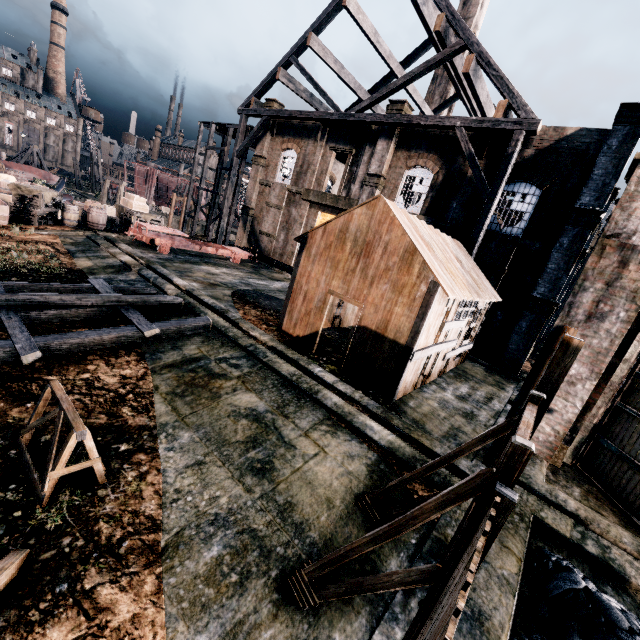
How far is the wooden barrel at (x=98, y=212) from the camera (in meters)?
21.17

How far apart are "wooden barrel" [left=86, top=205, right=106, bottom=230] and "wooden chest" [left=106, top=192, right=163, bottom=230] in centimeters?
349cm

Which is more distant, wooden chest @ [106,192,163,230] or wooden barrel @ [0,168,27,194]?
wooden chest @ [106,192,163,230]

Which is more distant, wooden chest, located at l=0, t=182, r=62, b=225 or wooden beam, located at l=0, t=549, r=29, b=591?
wooden chest, located at l=0, t=182, r=62, b=225

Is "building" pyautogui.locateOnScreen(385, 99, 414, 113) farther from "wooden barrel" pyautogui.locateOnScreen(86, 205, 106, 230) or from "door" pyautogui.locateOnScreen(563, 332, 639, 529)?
"wooden barrel" pyautogui.locateOnScreen(86, 205, 106, 230)

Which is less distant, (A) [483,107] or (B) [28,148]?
(A) [483,107]

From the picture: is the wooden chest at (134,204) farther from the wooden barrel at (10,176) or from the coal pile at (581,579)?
the coal pile at (581,579)

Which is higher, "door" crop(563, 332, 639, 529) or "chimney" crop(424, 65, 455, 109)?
"chimney" crop(424, 65, 455, 109)
